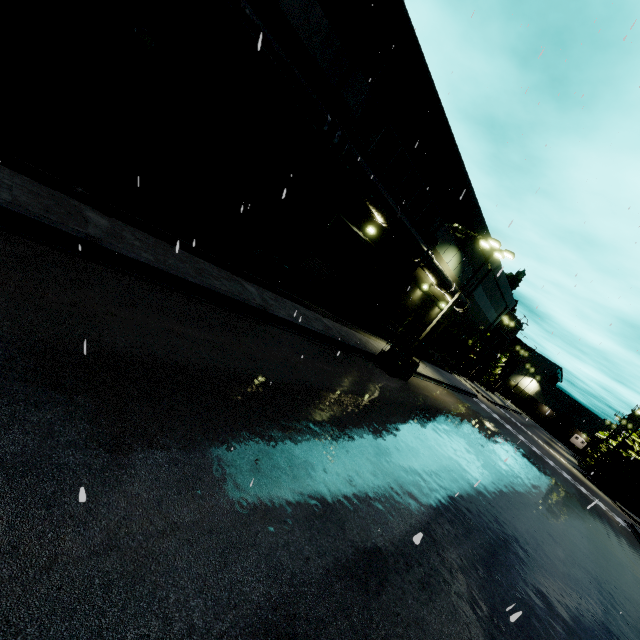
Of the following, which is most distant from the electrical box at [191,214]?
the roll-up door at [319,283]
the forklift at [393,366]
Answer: the forklift at [393,366]

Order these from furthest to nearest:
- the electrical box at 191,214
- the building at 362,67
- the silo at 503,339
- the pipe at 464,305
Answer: the silo at 503,339 → the pipe at 464,305 → the electrical box at 191,214 → the building at 362,67

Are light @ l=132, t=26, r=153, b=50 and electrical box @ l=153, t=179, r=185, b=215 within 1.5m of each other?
no

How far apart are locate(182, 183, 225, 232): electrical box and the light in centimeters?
347cm

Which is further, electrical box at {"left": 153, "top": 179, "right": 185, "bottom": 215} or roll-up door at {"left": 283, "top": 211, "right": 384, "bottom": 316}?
roll-up door at {"left": 283, "top": 211, "right": 384, "bottom": 316}

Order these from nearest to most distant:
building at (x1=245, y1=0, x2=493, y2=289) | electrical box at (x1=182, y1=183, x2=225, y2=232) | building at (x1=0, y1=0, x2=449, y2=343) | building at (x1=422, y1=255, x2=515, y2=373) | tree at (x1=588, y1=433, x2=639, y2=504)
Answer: building at (x1=0, y1=0, x2=449, y2=343) < building at (x1=245, y1=0, x2=493, y2=289) < electrical box at (x1=182, y1=183, x2=225, y2=232) < building at (x1=422, y1=255, x2=515, y2=373) < tree at (x1=588, y1=433, x2=639, y2=504)

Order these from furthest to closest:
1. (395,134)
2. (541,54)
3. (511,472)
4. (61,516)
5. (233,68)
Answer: (511,472)
(395,134)
(233,68)
(541,54)
(61,516)

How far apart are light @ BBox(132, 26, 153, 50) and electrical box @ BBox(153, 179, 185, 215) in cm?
316
